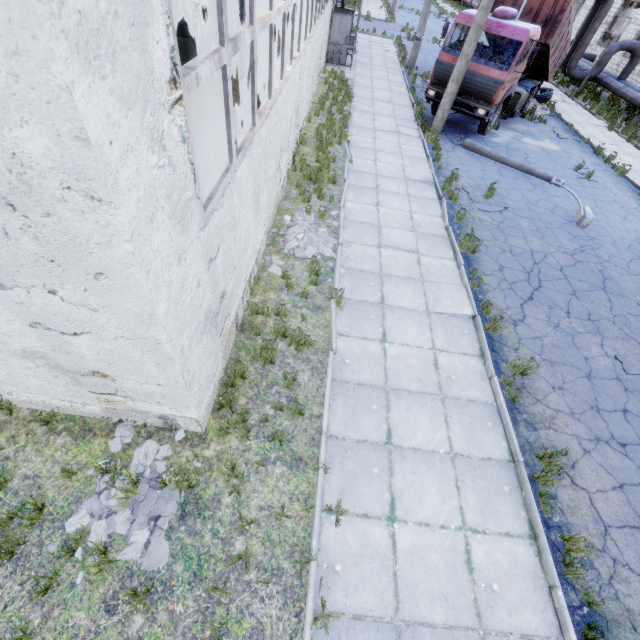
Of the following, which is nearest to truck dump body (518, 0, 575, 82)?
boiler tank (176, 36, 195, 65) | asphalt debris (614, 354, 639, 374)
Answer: boiler tank (176, 36, 195, 65)

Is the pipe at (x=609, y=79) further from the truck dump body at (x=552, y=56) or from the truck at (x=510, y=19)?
the truck at (x=510, y=19)

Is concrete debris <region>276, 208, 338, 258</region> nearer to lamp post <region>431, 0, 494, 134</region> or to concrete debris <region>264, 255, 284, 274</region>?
concrete debris <region>264, 255, 284, 274</region>

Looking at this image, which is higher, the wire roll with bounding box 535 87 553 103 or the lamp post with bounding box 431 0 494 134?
the lamp post with bounding box 431 0 494 134

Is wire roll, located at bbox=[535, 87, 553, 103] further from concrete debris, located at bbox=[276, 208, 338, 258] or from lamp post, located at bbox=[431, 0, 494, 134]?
concrete debris, located at bbox=[276, 208, 338, 258]

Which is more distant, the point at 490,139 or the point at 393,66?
the point at 393,66

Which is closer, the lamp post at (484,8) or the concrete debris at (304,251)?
the concrete debris at (304,251)

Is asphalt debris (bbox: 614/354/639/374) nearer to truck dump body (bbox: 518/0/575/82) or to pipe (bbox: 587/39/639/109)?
pipe (bbox: 587/39/639/109)
